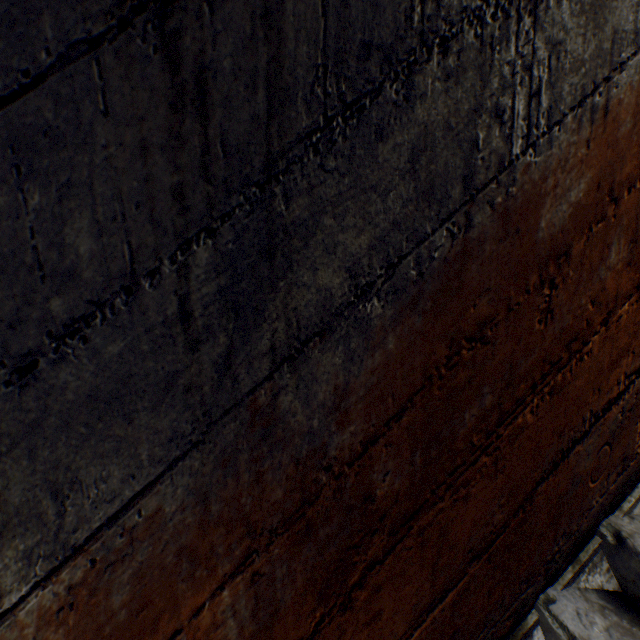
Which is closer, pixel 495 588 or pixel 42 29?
pixel 42 29
